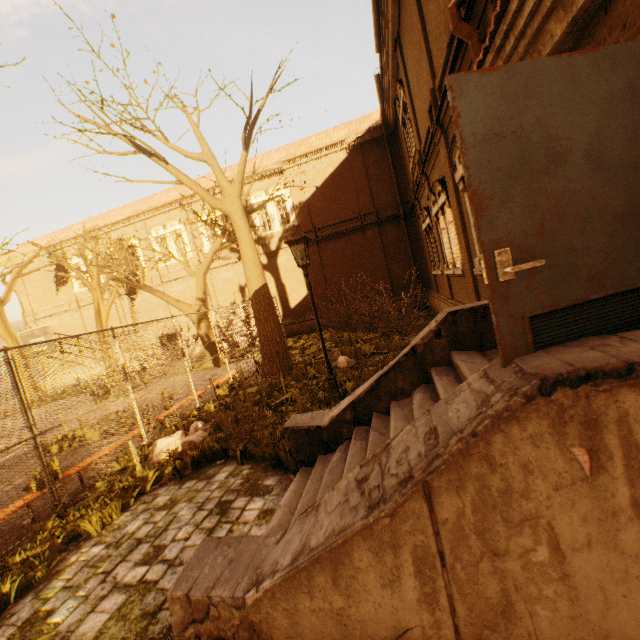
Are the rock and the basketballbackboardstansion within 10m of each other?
yes

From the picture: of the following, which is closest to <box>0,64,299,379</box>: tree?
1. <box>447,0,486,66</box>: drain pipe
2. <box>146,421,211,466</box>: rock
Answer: <box>146,421,211,466</box>: rock

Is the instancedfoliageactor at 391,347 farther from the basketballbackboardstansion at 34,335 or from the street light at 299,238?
the basketballbackboardstansion at 34,335

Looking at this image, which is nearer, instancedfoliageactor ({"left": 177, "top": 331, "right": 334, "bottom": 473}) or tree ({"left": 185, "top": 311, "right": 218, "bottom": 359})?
instancedfoliageactor ({"left": 177, "top": 331, "right": 334, "bottom": 473})

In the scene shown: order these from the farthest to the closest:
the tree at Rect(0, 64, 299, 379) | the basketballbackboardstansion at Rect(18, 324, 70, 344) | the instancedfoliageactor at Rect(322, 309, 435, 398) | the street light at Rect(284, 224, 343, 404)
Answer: the basketballbackboardstansion at Rect(18, 324, 70, 344)
the tree at Rect(0, 64, 299, 379)
the instancedfoliageactor at Rect(322, 309, 435, 398)
the street light at Rect(284, 224, 343, 404)

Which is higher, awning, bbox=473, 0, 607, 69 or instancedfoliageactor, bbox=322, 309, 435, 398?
awning, bbox=473, 0, 607, 69

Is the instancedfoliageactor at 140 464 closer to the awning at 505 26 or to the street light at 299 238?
the street light at 299 238

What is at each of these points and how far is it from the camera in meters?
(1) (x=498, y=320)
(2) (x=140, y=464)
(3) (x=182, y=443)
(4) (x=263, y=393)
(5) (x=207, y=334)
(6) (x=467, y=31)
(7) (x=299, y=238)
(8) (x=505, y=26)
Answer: (1) door, 1.9 m
(2) instancedfoliageactor, 6.0 m
(3) rock, 6.3 m
(4) instancedfoliageactor, 9.1 m
(5) tree, 17.8 m
(6) drain pipe, 4.4 m
(7) street light, 6.5 m
(8) awning, 3.0 m
